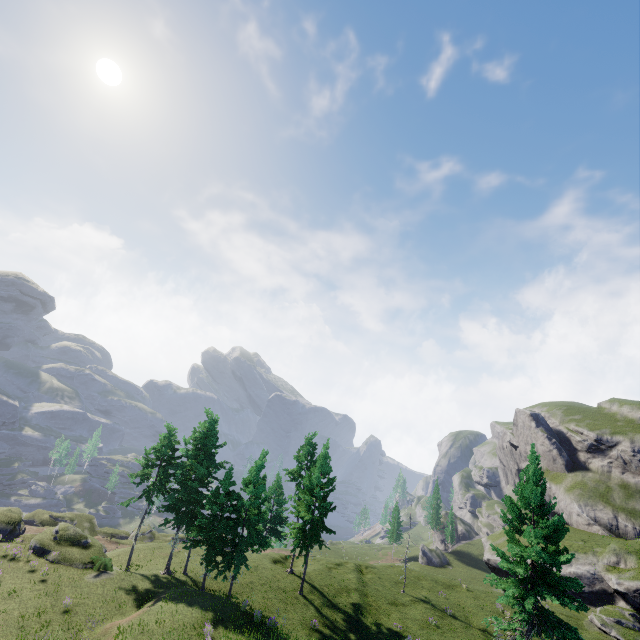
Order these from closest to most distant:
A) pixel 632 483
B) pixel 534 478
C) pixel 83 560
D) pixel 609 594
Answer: pixel 534 478, pixel 83 560, pixel 609 594, pixel 632 483
